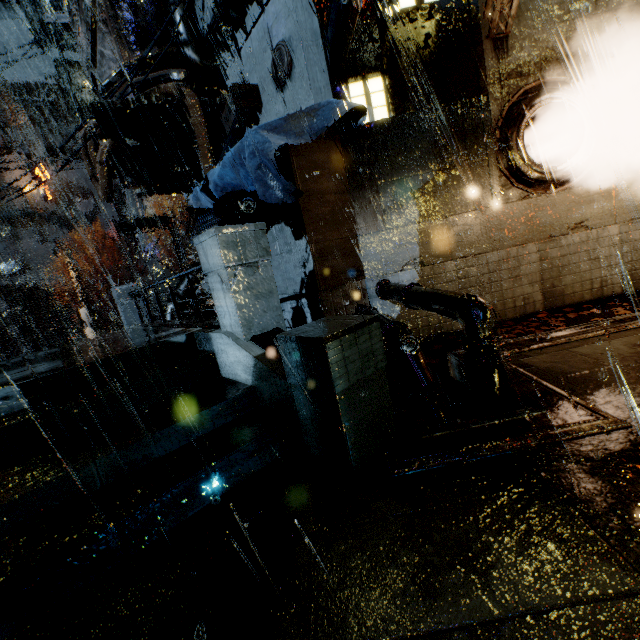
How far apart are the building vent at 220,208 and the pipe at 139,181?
6.1m

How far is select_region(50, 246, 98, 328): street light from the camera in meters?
22.4 m

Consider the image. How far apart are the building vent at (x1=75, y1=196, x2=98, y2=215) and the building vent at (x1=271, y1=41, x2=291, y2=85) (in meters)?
54.74

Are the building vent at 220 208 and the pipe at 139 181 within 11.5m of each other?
yes

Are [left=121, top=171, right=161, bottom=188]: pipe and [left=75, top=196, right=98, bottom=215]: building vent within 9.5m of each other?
no

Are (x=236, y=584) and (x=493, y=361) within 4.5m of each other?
yes

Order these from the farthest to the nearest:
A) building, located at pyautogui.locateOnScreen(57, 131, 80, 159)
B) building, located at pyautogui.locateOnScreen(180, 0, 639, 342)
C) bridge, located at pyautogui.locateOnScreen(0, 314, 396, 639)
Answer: building, located at pyautogui.locateOnScreen(57, 131, 80, 159), building, located at pyautogui.locateOnScreen(180, 0, 639, 342), bridge, located at pyautogui.locateOnScreen(0, 314, 396, 639)

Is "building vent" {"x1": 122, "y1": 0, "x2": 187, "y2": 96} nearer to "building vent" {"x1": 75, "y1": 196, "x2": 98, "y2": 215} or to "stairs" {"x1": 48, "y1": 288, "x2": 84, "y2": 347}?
"stairs" {"x1": 48, "y1": 288, "x2": 84, "y2": 347}
